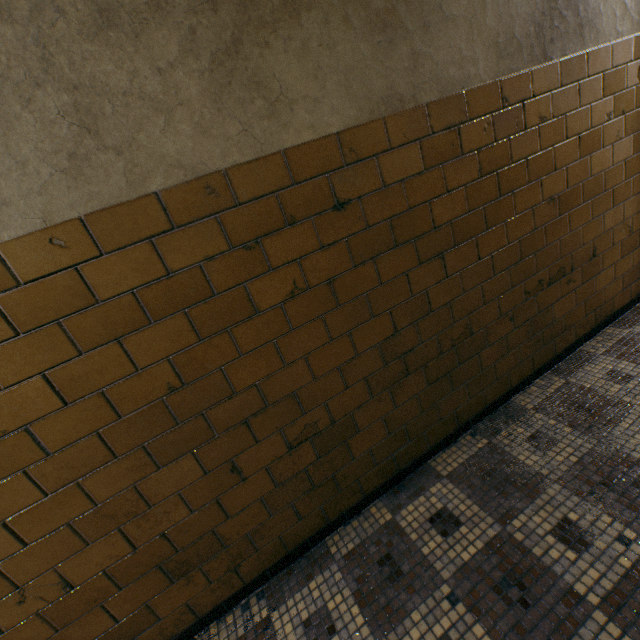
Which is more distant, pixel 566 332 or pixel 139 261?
pixel 566 332
